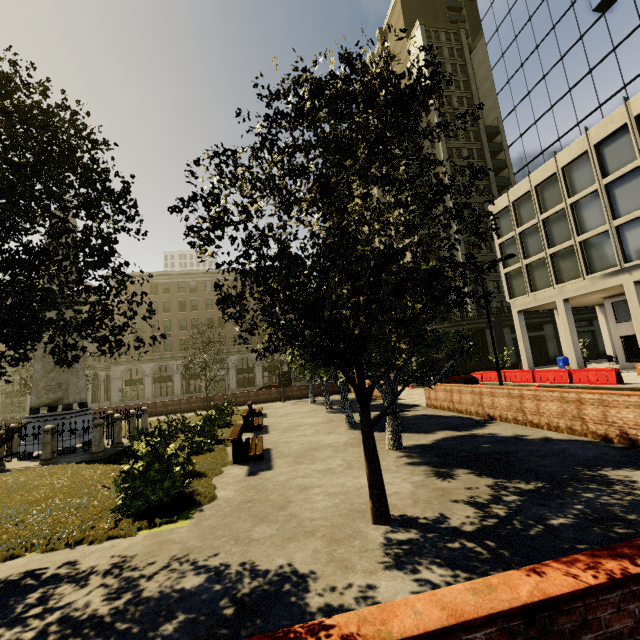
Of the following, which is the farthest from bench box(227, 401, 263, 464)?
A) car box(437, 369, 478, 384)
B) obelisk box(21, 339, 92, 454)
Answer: car box(437, 369, 478, 384)

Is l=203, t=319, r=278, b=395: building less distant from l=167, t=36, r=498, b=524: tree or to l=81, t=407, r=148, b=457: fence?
l=167, t=36, r=498, b=524: tree

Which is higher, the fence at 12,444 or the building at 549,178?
the building at 549,178

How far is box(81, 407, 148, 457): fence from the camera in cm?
1247

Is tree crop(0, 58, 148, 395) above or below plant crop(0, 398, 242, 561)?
above

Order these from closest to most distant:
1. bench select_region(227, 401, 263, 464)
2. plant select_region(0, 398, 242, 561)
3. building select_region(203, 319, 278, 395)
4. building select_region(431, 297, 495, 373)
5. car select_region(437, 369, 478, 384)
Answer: plant select_region(0, 398, 242, 561) → bench select_region(227, 401, 263, 464) → car select_region(437, 369, 478, 384) → building select_region(431, 297, 495, 373) → building select_region(203, 319, 278, 395)

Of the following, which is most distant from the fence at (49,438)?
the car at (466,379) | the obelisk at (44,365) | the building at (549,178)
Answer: the building at (549,178)

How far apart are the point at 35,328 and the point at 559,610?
5.45m
